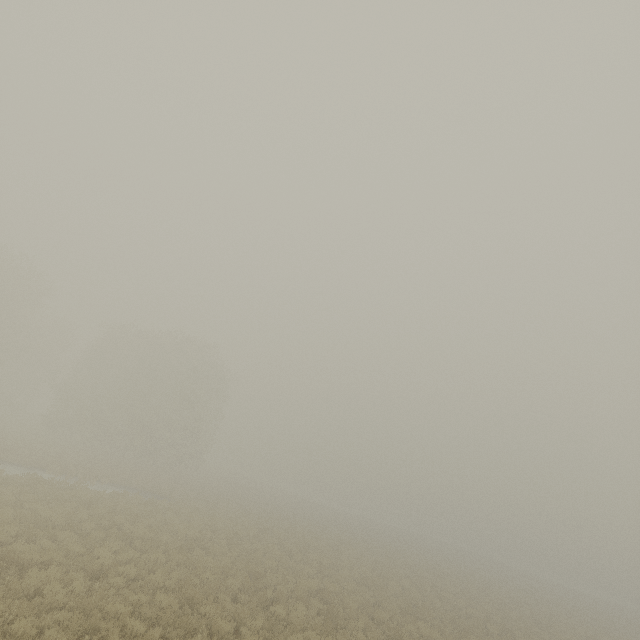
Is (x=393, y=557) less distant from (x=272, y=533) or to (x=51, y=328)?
(x=272, y=533)
